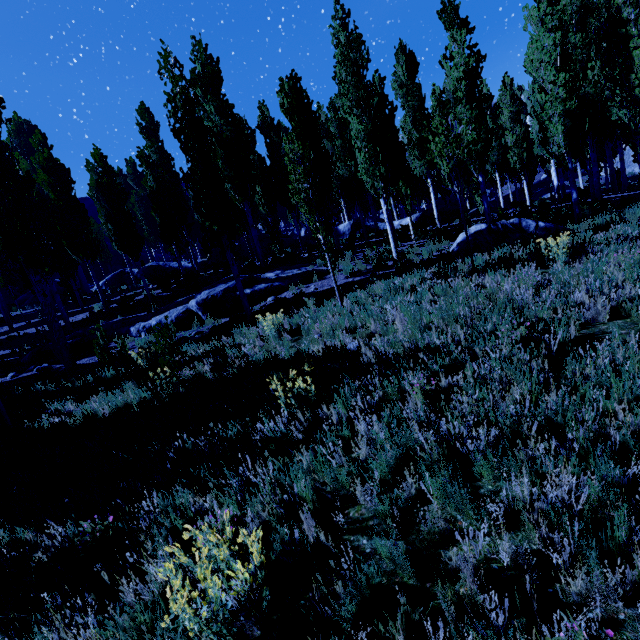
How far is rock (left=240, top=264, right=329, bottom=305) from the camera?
12.9 meters

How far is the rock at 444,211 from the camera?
23.2 meters

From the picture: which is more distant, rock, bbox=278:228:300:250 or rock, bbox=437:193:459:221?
rock, bbox=278:228:300:250

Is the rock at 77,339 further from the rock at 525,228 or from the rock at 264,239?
the rock at 264,239

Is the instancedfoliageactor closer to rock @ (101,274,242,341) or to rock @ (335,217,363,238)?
rock @ (335,217,363,238)

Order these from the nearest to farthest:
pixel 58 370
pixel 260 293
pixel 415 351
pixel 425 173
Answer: pixel 415 351, pixel 58 370, pixel 260 293, pixel 425 173

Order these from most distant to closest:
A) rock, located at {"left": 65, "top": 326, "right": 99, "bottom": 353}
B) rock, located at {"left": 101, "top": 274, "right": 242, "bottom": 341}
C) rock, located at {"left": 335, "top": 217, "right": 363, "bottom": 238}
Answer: rock, located at {"left": 335, "top": 217, "right": 363, "bottom": 238}
rock, located at {"left": 65, "top": 326, "right": 99, "bottom": 353}
rock, located at {"left": 101, "top": 274, "right": 242, "bottom": 341}

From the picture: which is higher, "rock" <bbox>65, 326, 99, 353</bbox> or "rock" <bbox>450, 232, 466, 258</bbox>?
"rock" <bbox>65, 326, 99, 353</bbox>
